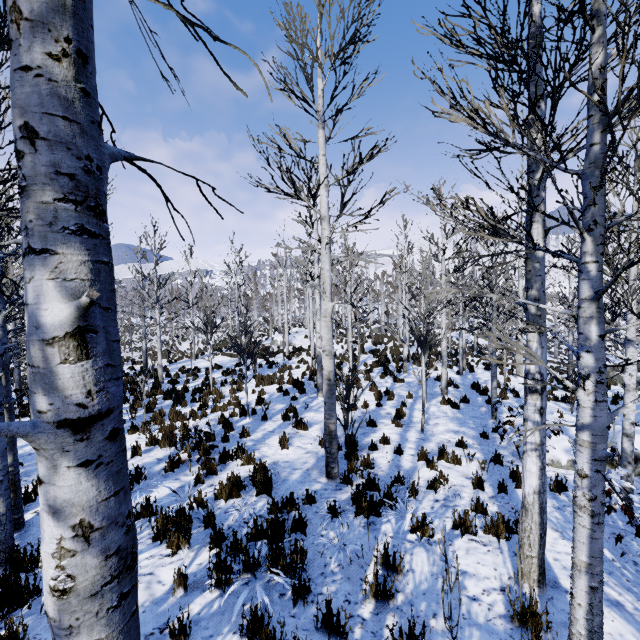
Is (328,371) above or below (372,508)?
above

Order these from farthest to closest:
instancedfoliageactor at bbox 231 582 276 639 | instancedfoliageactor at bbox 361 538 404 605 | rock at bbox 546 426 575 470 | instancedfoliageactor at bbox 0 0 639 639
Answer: rock at bbox 546 426 575 470
instancedfoliageactor at bbox 361 538 404 605
instancedfoliageactor at bbox 231 582 276 639
instancedfoliageactor at bbox 0 0 639 639

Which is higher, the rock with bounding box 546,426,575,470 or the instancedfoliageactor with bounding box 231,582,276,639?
the instancedfoliageactor with bounding box 231,582,276,639

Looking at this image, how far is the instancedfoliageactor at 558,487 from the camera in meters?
6.1

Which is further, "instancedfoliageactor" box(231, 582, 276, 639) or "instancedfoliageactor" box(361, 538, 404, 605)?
"instancedfoliageactor" box(361, 538, 404, 605)

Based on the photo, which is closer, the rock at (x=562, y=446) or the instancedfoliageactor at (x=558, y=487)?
the instancedfoliageactor at (x=558, y=487)

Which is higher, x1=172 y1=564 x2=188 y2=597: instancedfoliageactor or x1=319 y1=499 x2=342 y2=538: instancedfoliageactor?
x1=172 y1=564 x2=188 y2=597: instancedfoliageactor
